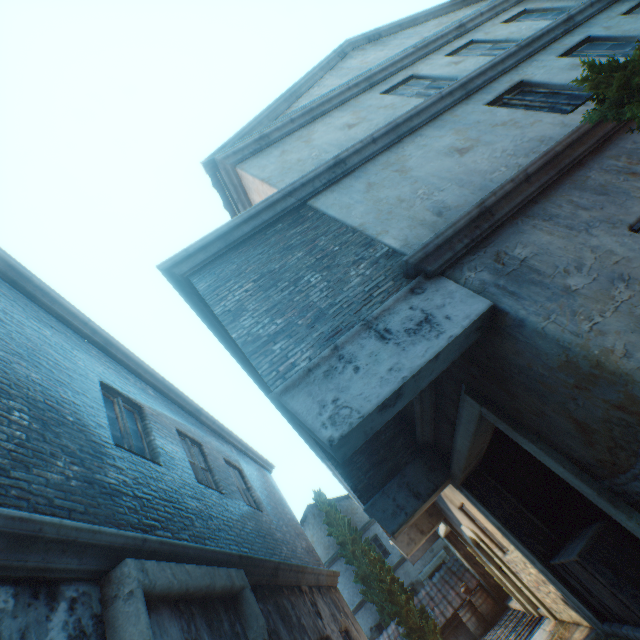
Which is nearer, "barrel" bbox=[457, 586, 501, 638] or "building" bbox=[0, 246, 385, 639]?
"building" bbox=[0, 246, 385, 639]

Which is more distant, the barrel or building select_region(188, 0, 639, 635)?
the barrel

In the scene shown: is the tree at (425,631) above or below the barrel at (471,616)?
above

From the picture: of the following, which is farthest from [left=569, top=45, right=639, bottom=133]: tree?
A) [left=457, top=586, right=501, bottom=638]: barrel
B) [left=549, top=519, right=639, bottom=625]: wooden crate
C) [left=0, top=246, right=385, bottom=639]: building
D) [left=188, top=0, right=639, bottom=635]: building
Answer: [left=457, top=586, right=501, bottom=638]: barrel

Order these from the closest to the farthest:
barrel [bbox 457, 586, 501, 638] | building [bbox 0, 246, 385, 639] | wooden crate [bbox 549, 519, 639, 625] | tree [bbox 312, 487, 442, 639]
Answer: building [bbox 0, 246, 385, 639] < wooden crate [bbox 549, 519, 639, 625] < barrel [bbox 457, 586, 501, 638] < tree [bbox 312, 487, 442, 639]

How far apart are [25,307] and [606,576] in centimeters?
907cm

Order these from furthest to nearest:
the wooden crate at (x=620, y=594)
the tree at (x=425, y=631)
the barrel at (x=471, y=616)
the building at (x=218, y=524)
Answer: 1. the tree at (x=425, y=631)
2. the barrel at (x=471, y=616)
3. the wooden crate at (x=620, y=594)
4. the building at (x=218, y=524)

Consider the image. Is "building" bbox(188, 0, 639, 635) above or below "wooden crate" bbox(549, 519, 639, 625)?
above
